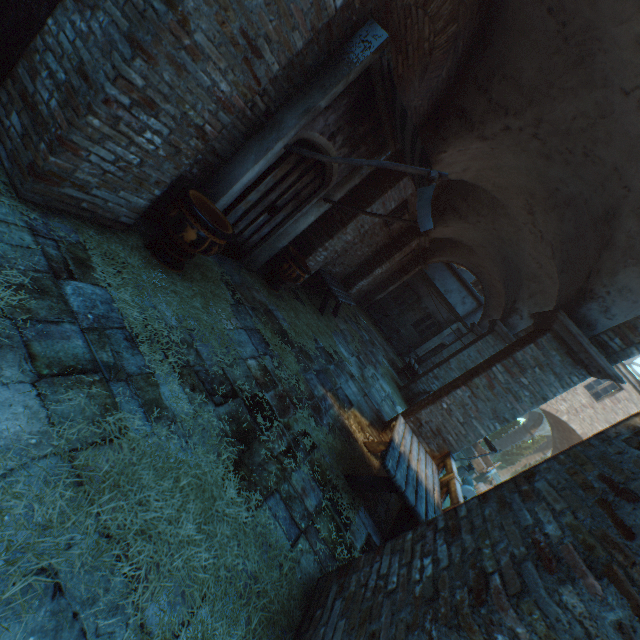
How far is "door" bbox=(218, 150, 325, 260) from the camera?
4.7m

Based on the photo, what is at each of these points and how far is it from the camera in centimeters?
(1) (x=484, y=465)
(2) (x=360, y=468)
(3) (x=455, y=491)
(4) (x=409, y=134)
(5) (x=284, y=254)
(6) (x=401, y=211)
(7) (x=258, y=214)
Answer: (1) cart, 1806cm
(2) straw, 484cm
(3) fence, 470cm
(4) awning, 404cm
(5) ceramic pot, 647cm
(6) window, 952cm
(7) door, 532cm

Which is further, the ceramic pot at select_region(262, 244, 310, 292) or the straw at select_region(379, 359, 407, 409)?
the straw at select_region(379, 359, 407, 409)

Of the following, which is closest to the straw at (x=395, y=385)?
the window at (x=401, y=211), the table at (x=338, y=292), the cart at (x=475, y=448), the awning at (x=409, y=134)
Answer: the table at (x=338, y=292)

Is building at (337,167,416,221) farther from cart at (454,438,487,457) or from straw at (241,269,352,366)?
cart at (454,438,487,457)

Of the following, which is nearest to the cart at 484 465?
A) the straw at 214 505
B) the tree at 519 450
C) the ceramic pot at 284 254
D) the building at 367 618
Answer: the tree at 519 450

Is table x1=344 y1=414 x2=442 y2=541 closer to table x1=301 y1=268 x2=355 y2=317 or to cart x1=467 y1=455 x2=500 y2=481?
table x1=301 y1=268 x2=355 y2=317

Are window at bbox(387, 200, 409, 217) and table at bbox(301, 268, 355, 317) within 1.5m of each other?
no
